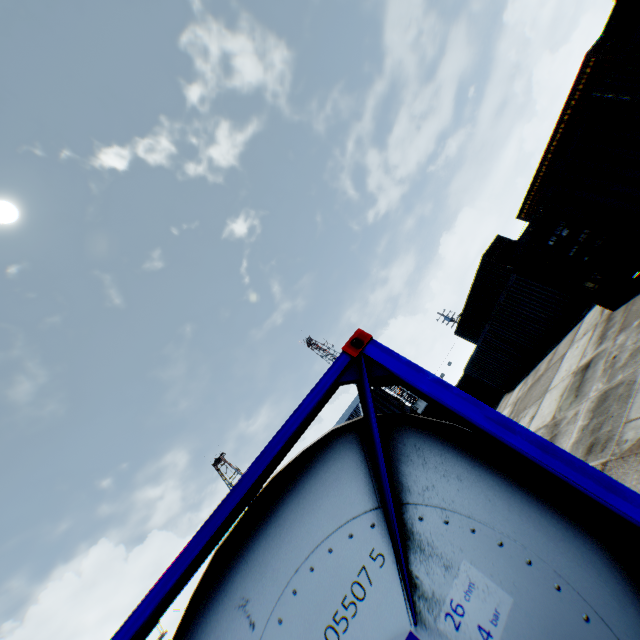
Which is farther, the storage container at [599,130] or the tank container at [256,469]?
the storage container at [599,130]

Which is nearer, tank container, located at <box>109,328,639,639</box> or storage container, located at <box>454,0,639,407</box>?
tank container, located at <box>109,328,639,639</box>

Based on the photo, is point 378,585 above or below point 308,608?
below
